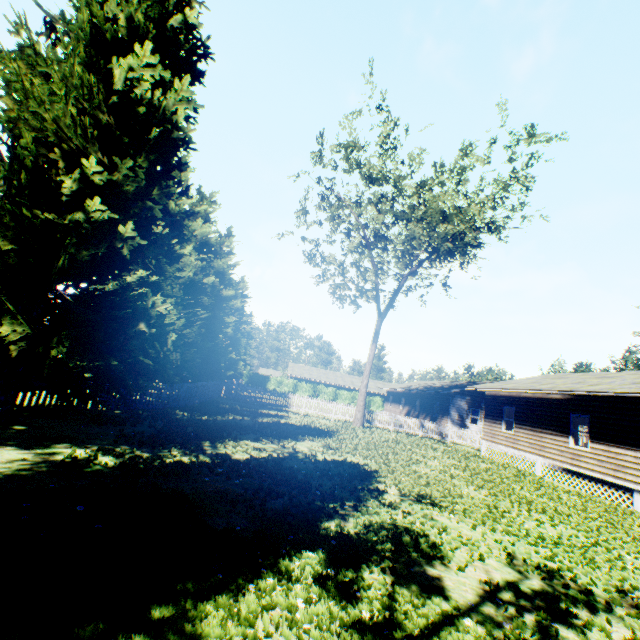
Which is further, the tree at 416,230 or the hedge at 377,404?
the hedge at 377,404

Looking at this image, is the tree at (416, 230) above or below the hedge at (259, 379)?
above

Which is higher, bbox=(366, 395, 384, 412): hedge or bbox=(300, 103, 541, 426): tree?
bbox=(300, 103, 541, 426): tree

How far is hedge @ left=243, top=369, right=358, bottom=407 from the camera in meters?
50.4 m

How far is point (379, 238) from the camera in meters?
22.0

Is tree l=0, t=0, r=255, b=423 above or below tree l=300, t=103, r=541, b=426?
below

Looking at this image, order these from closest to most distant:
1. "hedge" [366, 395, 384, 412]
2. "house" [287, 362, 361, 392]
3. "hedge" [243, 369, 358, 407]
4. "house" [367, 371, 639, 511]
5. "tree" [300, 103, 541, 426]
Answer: "house" [367, 371, 639, 511] < "tree" [300, 103, 541, 426] < "hedge" [243, 369, 358, 407] < "hedge" [366, 395, 384, 412] < "house" [287, 362, 361, 392]

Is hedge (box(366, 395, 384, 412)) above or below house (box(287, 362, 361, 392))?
below
